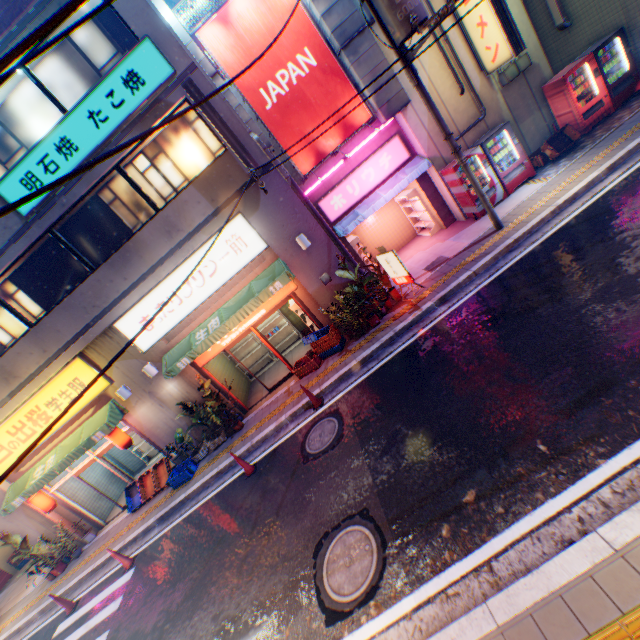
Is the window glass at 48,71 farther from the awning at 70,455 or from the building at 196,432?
the awning at 70,455

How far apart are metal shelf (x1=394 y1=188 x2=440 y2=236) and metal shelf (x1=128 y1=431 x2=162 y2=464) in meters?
14.8

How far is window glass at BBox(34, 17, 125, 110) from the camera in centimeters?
848cm

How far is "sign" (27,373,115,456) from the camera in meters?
10.8 m

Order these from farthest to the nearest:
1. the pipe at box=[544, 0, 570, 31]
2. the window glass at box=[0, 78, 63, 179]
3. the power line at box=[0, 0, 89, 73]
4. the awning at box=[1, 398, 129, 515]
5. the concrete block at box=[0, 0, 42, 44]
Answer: the pipe at box=[544, 0, 570, 31], the awning at box=[1, 398, 129, 515], the window glass at box=[0, 78, 63, 179], the concrete block at box=[0, 0, 42, 44], the power line at box=[0, 0, 89, 73]

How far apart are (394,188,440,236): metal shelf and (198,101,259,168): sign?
6.2m

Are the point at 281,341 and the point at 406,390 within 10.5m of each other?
yes

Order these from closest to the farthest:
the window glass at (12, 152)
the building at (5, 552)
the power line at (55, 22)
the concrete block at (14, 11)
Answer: the power line at (55, 22)
the concrete block at (14, 11)
the window glass at (12, 152)
the building at (5, 552)
